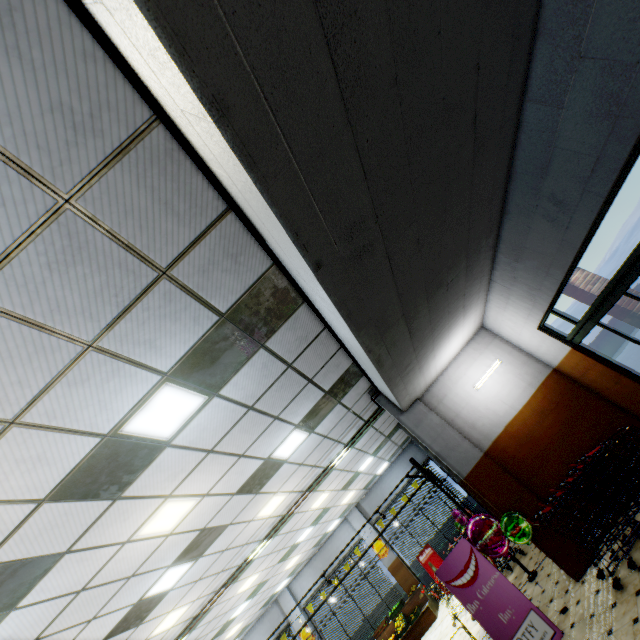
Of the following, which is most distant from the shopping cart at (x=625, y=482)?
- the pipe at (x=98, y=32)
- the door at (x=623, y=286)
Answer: the pipe at (x=98, y=32)

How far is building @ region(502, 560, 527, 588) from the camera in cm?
767

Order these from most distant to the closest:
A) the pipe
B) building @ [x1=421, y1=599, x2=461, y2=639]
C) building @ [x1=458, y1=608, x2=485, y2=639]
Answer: building @ [x1=421, y1=599, x2=461, y2=639] < building @ [x1=458, y1=608, x2=485, y2=639] < the pipe

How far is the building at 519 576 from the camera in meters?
7.7 m

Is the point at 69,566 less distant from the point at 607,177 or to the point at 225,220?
the point at 225,220

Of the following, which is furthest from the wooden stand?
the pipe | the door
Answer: the door

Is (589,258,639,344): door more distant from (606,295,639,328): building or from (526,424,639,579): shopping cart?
(526,424,639,579): shopping cart
